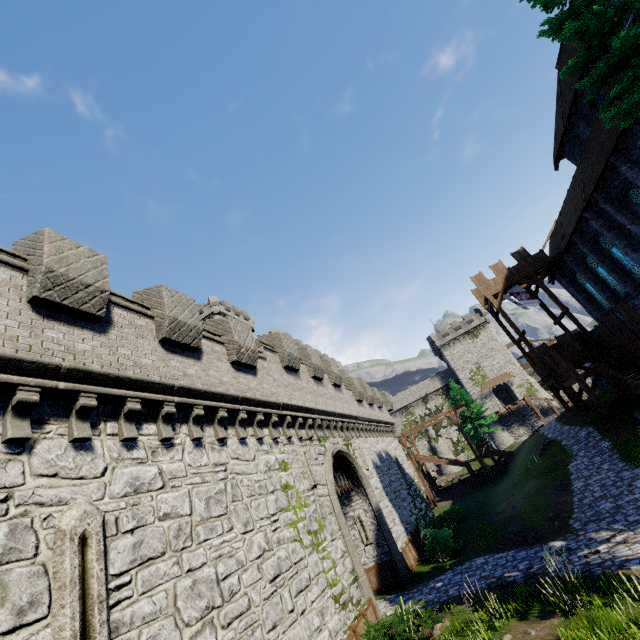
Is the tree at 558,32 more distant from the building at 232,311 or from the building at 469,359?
the building at 469,359

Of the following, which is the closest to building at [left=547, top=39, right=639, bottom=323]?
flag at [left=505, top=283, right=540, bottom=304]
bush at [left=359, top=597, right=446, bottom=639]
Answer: flag at [left=505, top=283, right=540, bottom=304]

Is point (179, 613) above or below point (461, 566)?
above

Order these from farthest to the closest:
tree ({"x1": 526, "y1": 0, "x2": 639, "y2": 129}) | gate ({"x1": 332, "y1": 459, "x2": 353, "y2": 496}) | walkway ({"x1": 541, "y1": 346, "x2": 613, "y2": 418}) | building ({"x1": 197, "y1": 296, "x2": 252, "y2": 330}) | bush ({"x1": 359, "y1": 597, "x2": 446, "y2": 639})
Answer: building ({"x1": 197, "y1": 296, "x2": 252, "y2": 330})
walkway ({"x1": 541, "y1": 346, "x2": 613, "y2": 418})
gate ({"x1": 332, "y1": 459, "x2": 353, "y2": 496})
tree ({"x1": 526, "y1": 0, "x2": 639, "y2": 129})
bush ({"x1": 359, "y1": 597, "x2": 446, "y2": 639})

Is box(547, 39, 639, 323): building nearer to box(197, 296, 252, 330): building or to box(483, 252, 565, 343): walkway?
box(483, 252, 565, 343): walkway

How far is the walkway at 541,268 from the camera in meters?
26.9

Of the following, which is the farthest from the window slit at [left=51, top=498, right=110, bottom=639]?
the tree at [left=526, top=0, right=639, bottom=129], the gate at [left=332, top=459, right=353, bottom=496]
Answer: the tree at [left=526, top=0, right=639, bottom=129]

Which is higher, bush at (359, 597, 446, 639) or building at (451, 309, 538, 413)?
building at (451, 309, 538, 413)
